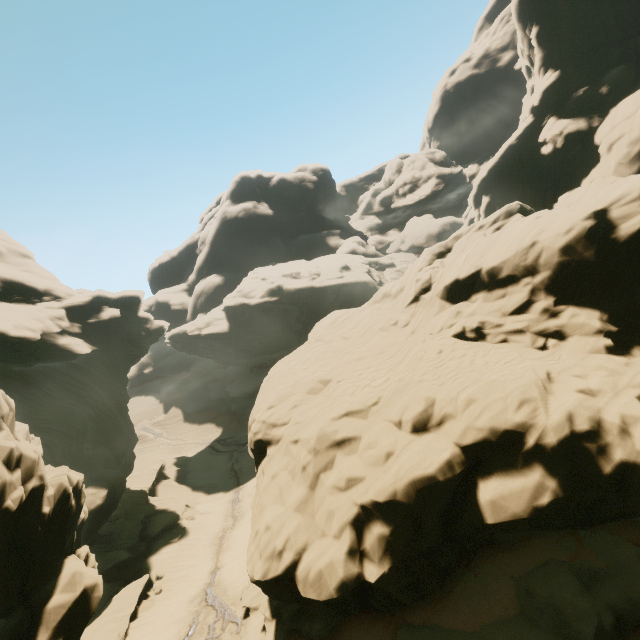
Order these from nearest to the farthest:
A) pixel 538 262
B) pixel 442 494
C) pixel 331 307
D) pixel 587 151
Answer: pixel 442 494, pixel 538 262, pixel 587 151, pixel 331 307
